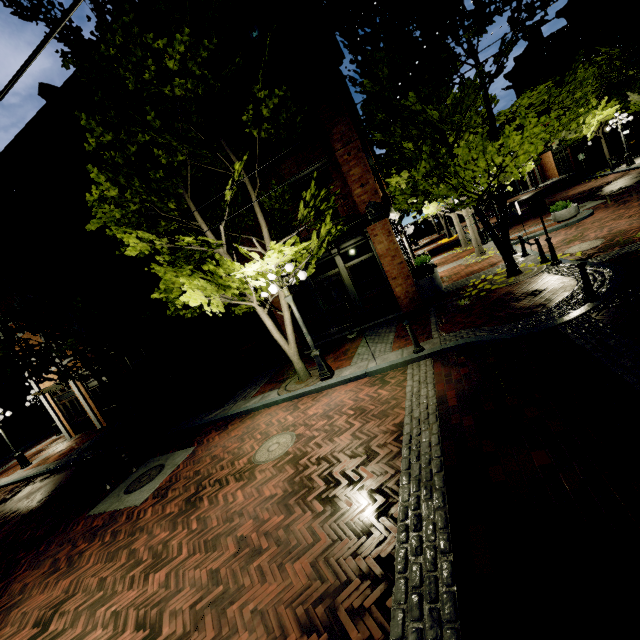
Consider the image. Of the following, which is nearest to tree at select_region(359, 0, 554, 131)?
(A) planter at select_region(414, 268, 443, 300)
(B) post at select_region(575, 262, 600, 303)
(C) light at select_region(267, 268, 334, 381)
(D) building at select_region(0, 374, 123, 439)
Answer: (C) light at select_region(267, 268, 334, 381)

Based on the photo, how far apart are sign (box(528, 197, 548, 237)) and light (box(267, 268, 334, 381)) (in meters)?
7.22

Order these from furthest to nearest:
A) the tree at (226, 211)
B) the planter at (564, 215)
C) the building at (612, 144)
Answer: the building at (612, 144) → the planter at (564, 215) → the tree at (226, 211)

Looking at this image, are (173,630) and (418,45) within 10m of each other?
no

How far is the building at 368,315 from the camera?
11.3 meters

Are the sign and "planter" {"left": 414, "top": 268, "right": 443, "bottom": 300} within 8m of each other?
yes

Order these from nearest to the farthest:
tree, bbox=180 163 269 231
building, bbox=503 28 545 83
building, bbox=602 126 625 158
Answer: tree, bbox=180 163 269 231 < building, bbox=602 126 625 158 < building, bbox=503 28 545 83

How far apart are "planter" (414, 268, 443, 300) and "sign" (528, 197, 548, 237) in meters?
3.5
